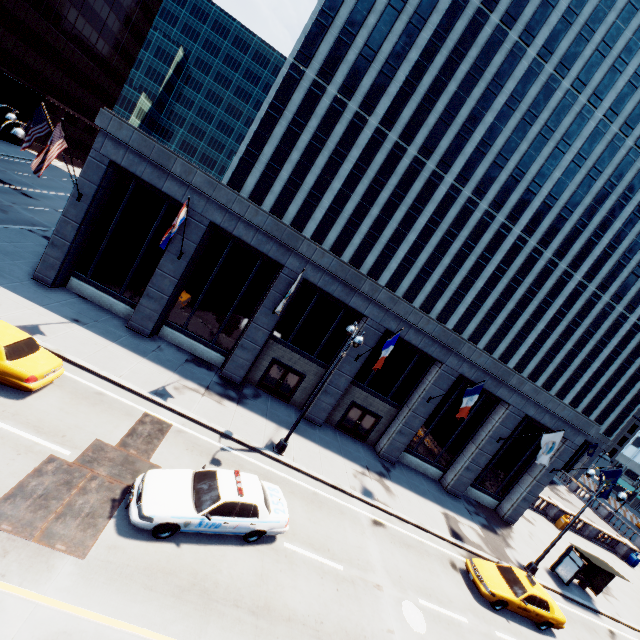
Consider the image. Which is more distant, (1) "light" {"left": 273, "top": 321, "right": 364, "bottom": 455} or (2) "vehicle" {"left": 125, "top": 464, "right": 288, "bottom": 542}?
(1) "light" {"left": 273, "top": 321, "right": 364, "bottom": 455}

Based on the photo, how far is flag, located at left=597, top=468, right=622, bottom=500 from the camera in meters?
20.0 m

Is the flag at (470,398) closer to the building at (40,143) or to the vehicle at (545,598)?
the vehicle at (545,598)

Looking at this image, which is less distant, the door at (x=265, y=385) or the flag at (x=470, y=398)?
the flag at (x=470, y=398)

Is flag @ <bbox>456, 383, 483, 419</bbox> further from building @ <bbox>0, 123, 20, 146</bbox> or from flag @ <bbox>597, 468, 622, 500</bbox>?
building @ <bbox>0, 123, 20, 146</bbox>

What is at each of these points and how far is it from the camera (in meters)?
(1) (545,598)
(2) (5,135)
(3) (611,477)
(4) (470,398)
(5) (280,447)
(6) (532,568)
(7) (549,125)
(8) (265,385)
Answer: (1) vehicle, 15.34
(2) building, 44.50
(3) flag, 20.23
(4) flag, 18.08
(5) light, 15.84
(6) light, 19.25
(7) building, 40.78
(8) door, 21.02

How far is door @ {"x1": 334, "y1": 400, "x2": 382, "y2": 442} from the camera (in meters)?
21.97

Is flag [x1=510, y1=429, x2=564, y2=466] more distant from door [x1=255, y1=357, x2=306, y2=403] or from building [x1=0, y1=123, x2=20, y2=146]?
building [x1=0, y1=123, x2=20, y2=146]
